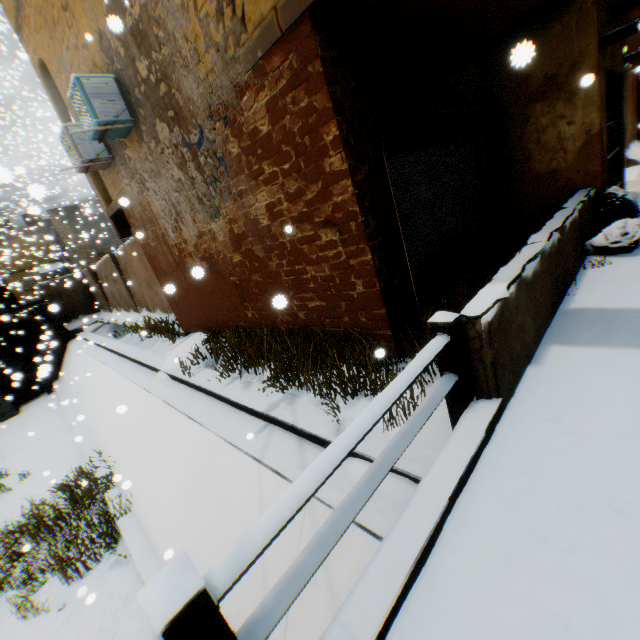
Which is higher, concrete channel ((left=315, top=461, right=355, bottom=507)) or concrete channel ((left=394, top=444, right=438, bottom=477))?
concrete channel ((left=394, top=444, right=438, bottom=477))

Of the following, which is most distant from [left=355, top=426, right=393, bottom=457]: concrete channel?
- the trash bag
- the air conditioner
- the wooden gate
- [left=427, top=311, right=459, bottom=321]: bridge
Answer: the wooden gate

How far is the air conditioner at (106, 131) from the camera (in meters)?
5.88

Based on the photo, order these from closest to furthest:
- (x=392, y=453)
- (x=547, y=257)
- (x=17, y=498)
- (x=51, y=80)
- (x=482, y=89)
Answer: (x=392, y=453) → (x=547, y=257) → (x=482, y=89) → (x=51, y=80) → (x=17, y=498)

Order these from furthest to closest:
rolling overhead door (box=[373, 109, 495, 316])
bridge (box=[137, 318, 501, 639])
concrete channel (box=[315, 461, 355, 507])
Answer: rolling overhead door (box=[373, 109, 495, 316]) < concrete channel (box=[315, 461, 355, 507]) < bridge (box=[137, 318, 501, 639])

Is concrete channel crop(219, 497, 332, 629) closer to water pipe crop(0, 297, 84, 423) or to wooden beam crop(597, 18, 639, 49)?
water pipe crop(0, 297, 84, 423)

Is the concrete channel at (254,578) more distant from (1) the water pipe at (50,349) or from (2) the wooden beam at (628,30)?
(2) the wooden beam at (628,30)

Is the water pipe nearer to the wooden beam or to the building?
the building
